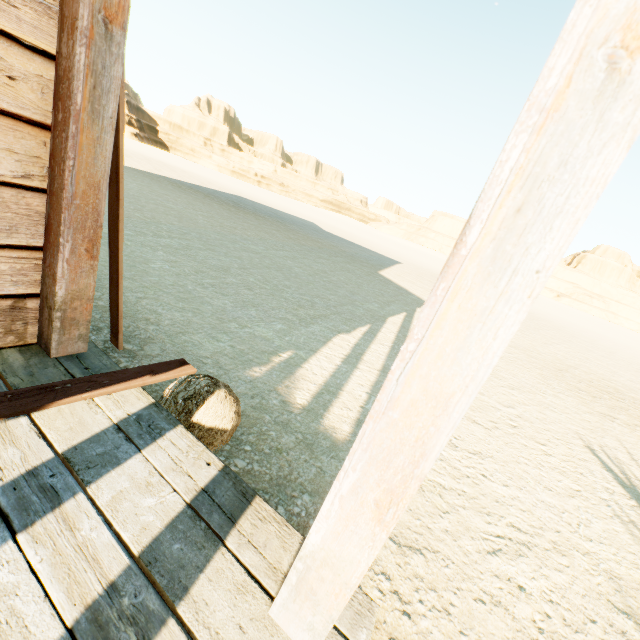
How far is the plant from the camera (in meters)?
1.70

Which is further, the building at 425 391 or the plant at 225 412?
the plant at 225 412

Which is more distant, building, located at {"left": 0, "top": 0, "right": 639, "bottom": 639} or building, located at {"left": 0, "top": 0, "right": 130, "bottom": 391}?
building, located at {"left": 0, "top": 0, "right": 130, "bottom": 391}

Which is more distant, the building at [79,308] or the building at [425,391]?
the building at [79,308]

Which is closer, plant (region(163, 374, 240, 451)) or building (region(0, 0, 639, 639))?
building (region(0, 0, 639, 639))

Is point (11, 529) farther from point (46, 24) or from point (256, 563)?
point (46, 24)
